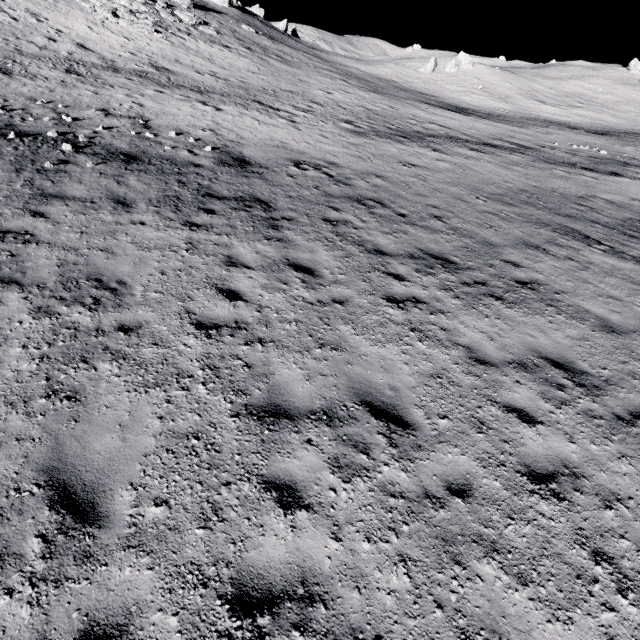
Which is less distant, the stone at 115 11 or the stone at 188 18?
the stone at 115 11

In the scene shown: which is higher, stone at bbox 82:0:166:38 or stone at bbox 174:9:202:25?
stone at bbox 174:9:202:25

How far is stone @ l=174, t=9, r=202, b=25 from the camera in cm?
3681

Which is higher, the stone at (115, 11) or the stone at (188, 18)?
the stone at (188, 18)

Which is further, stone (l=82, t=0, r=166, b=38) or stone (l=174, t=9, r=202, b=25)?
stone (l=174, t=9, r=202, b=25)

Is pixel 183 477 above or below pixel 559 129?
below
